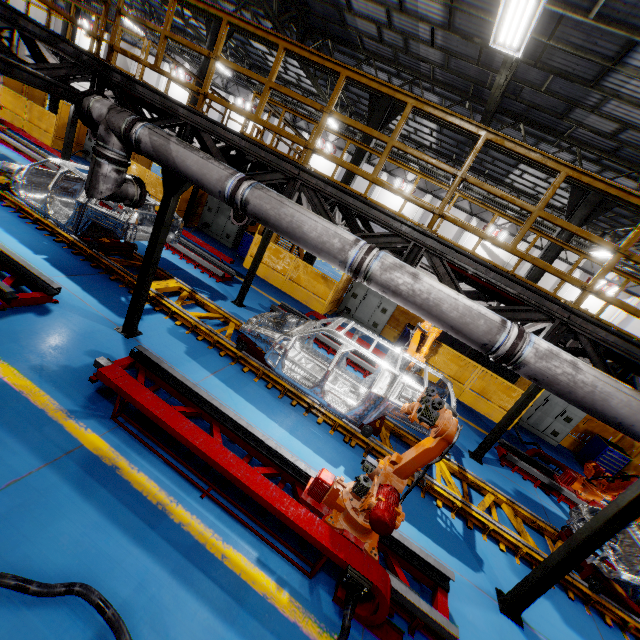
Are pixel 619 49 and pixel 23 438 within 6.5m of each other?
Answer: no

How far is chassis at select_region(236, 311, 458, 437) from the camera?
6.0m

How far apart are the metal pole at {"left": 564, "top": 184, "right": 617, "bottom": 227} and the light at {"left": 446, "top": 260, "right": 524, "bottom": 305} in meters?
6.9

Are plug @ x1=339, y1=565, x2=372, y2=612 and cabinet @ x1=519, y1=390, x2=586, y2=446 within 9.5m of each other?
no

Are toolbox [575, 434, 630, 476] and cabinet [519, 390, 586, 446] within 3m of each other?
yes

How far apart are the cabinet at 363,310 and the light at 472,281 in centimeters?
716cm

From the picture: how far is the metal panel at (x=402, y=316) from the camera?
13.8 meters

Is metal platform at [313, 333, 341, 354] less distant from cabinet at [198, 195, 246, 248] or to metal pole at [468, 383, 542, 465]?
metal pole at [468, 383, 542, 465]
